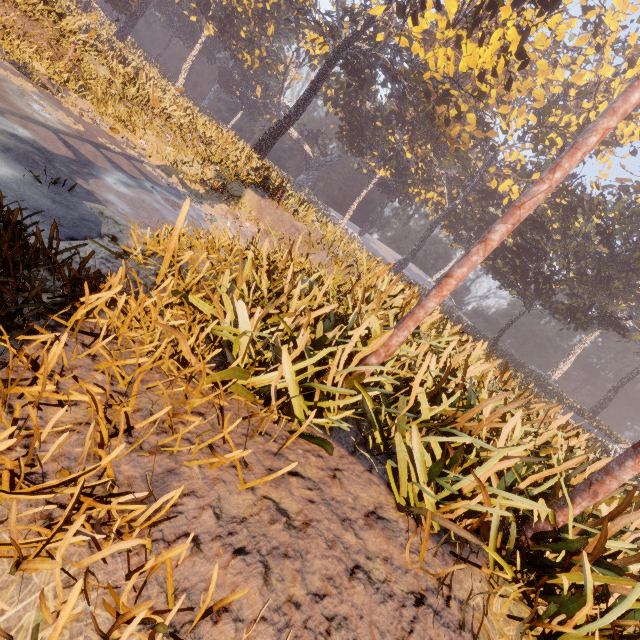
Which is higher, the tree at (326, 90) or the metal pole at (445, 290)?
the tree at (326, 90)

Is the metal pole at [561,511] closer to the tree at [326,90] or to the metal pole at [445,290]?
the metal pole at [445,290]

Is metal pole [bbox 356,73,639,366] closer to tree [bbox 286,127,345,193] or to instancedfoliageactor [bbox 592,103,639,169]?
instancedfoliageactor [bbox 592,103,639,169]

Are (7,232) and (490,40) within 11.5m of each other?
no

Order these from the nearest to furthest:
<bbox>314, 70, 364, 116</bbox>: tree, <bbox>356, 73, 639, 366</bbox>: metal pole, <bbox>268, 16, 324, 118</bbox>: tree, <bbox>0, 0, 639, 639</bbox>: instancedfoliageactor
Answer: <bbox>0, 0, 639, 639</bbox>: instancedfoliageactor, <bbox>356, 73, 639, 366</bbox>: metal pole, <bbox>314, 70, 364, 116</bbox>: tree, <bbox>268, 16, 324, 118</bbox>: tree

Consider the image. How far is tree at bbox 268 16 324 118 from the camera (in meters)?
42.83

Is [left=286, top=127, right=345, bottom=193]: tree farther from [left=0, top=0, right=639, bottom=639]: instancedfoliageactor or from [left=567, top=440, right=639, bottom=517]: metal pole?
[left=567, top=440, right=639, bottom=517]: metal pole
